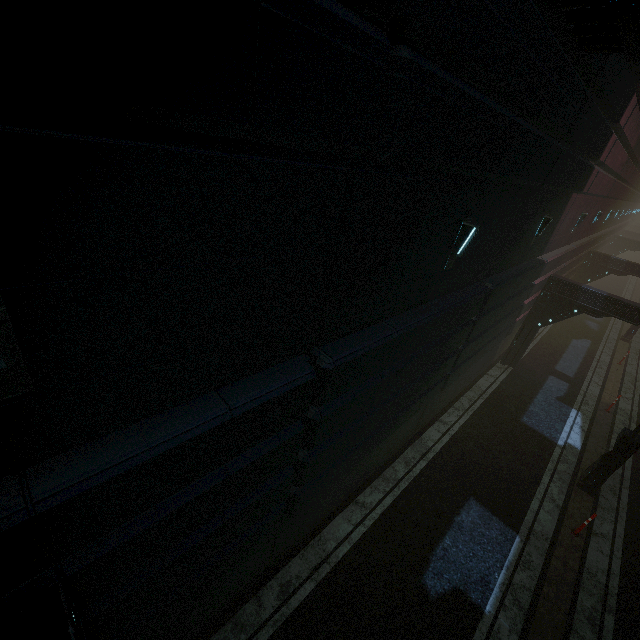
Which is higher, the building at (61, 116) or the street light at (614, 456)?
the building at (61, 116)

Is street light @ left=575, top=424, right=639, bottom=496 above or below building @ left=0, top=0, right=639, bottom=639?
below

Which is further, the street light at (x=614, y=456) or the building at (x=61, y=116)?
the street light at (x=614, y=456)

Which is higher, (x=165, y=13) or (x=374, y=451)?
(x=165, y=13)

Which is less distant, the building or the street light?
the building
